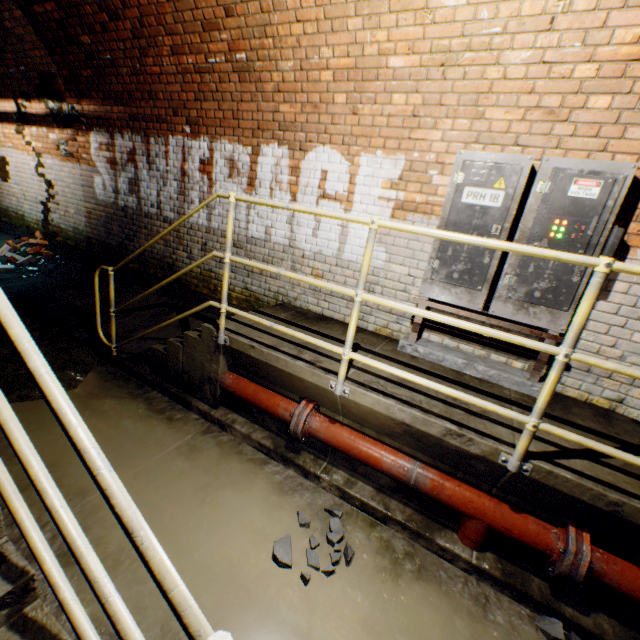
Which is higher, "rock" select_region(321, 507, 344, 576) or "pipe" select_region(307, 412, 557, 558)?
"pipe" select_region(307, 412, 557, 558)

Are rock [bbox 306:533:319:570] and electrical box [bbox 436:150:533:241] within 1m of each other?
no

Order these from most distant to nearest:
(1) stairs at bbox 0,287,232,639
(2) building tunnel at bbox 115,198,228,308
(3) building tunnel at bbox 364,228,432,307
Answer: (2) building tunnel at bbox 115,198,228,308 < (3) building tunnel at bbox 364,228,432,307 < (1) stairs at bbox 0,287,232,639

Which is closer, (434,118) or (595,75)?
(595,75)

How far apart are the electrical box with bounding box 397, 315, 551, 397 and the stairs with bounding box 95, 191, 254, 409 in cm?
149

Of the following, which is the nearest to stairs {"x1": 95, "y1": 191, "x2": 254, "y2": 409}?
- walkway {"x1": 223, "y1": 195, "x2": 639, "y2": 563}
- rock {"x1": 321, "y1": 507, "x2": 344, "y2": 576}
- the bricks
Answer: walkway {"x1": 223, "y1": 195, "x2": 639, "y2": 563}

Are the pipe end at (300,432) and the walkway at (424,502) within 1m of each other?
yes

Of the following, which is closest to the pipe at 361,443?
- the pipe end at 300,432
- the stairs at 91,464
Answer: the pipe end at 300,432
